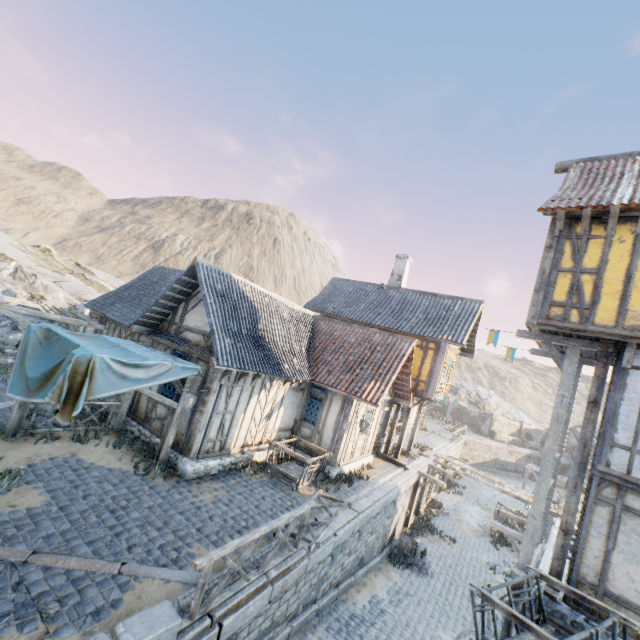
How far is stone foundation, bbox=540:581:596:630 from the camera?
6.6 meters

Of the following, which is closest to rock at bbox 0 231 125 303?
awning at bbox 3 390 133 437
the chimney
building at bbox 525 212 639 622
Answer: building at bbox 525 212 639 622

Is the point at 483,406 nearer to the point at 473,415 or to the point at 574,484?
the point at 473,415

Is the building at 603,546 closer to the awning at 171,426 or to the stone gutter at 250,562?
the stone gutter at 250,562

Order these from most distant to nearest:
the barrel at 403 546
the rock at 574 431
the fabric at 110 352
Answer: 1. the rock at 574 431
2. the barrel at 403 546
3. the fabric at 110 352

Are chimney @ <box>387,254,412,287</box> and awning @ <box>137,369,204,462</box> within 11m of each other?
no

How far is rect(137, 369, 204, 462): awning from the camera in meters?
9.1 m

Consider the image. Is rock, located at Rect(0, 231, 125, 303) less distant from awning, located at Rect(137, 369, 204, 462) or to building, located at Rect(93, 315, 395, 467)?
building, located at Rect(93, 315, 395, 467)
